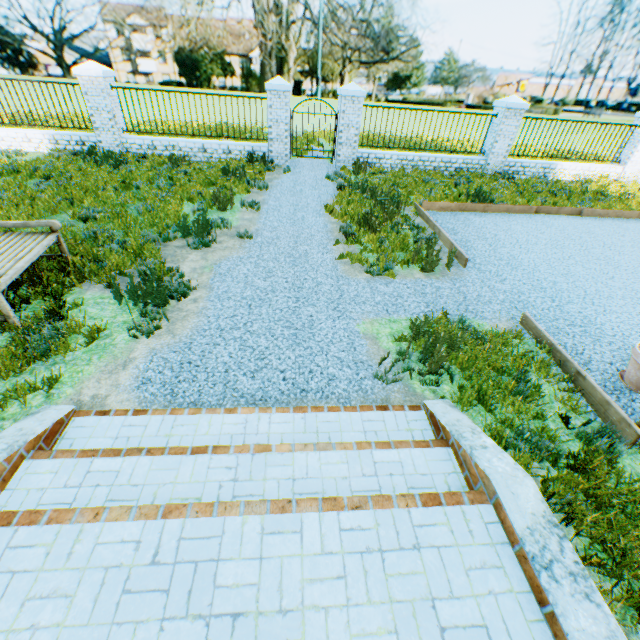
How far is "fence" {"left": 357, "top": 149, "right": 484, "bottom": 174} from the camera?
11.60m

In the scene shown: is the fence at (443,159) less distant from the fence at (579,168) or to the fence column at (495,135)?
the fence column at (495,135)

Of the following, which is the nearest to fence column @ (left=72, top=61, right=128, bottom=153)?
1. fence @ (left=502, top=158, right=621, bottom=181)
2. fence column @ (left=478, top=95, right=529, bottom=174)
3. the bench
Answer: the bench

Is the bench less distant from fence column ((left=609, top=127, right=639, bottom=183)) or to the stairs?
the stairs

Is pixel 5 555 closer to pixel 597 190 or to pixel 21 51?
pixel 597 190

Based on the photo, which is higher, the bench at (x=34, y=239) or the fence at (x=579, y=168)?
the bench at (x=34, y=239)

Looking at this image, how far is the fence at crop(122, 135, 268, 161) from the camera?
10.8m

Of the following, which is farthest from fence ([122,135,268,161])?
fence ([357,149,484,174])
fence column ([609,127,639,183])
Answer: fence column ([609,127,639,183])
